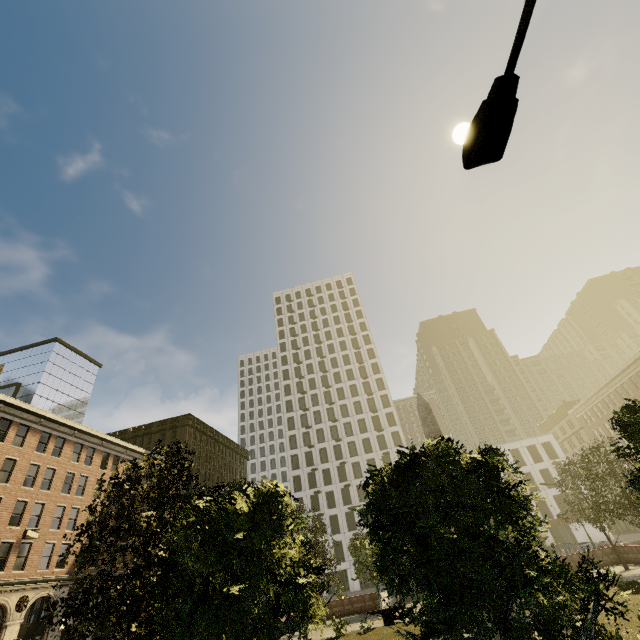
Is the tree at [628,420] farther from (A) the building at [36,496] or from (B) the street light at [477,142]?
(A) the building at [36,496]

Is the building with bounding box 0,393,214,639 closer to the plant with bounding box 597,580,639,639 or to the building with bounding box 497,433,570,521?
the plant with bounding box 597,580,639,639

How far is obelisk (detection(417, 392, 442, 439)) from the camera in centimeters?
2036cm

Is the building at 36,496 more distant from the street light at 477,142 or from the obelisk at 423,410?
the obelisk at 423,410

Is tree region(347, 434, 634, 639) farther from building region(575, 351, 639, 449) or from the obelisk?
building region(575, 351, 639, 449)

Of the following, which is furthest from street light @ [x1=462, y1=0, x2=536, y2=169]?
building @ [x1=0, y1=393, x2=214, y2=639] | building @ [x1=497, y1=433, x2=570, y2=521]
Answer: building @ [x1=497, y1=433, x2=570, y2=521]

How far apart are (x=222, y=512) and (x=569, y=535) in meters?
68.7 m

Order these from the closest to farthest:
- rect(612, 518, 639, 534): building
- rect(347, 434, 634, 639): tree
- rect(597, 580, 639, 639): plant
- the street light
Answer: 1. the street light
2. rect(347, 434, 634, 639): tree
3. rect(597, 580, 639, 639): plant
4. rect(612, 518, 639, 534): building
